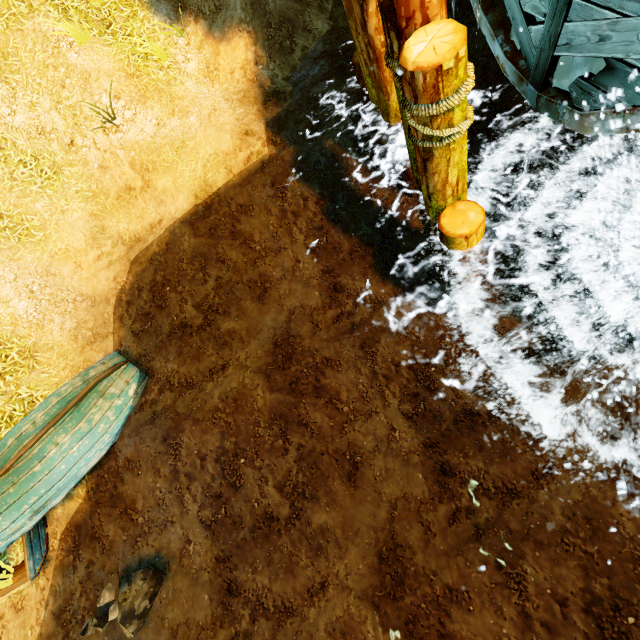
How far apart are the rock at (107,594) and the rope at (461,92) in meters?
6.7 m

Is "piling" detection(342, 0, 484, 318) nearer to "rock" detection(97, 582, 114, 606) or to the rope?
the rope

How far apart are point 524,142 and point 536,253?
2.22m

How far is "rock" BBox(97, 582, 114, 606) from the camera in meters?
4.8 m

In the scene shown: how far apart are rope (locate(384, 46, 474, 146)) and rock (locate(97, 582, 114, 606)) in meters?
6.7

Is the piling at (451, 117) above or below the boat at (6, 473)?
above

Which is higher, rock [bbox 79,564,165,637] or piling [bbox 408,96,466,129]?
piling [bbox 408,96,466,129]

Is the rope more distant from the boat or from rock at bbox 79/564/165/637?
rock at bbox 79/564/165/637
